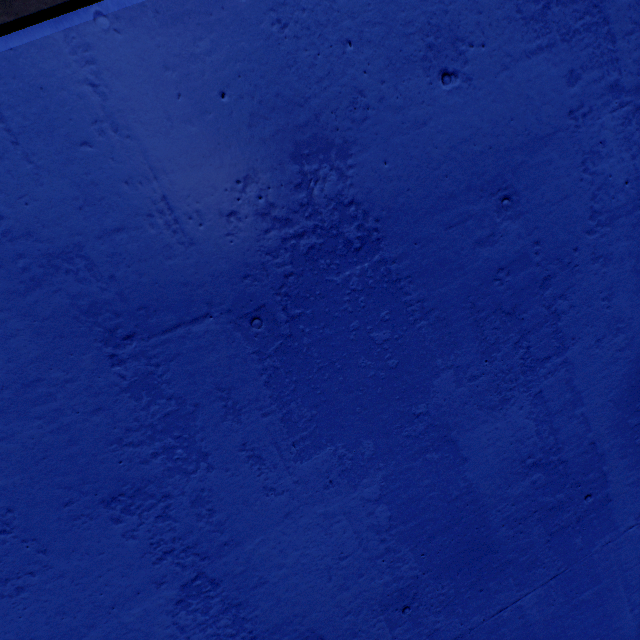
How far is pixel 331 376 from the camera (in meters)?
1.21
